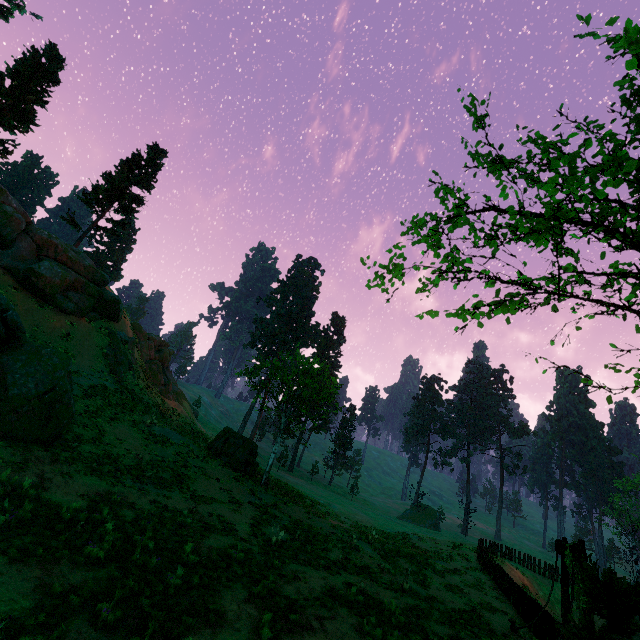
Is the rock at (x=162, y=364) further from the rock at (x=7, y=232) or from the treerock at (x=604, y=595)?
the treerock at (x=604, y=595)

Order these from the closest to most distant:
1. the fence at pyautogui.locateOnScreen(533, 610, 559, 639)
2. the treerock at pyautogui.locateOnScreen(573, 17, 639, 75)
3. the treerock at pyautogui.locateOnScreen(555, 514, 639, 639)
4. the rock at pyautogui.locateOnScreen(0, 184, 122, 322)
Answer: the treerock at pyautogui.locateOnScreen(573, 17, 639, 75) → the treerock at pyautogui.locateOnScreen(555, 514, 639, 639) → the fence at pyautogui.locateOnScreen(533, 610, 559, 639) → the rock at pyautogui.locateOnScreen(0, 184, 122, 322)

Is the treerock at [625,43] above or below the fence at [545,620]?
above

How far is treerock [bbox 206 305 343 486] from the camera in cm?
2242

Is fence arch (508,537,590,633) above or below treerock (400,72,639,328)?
below

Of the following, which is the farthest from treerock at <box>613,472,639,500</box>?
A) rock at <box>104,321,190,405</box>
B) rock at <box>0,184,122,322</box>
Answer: rock at <box>104,321,190,405</box>

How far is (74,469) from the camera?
12.41m
